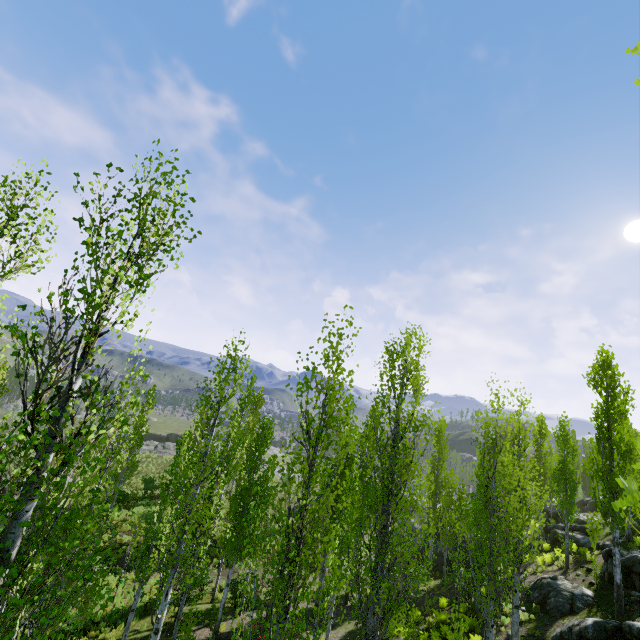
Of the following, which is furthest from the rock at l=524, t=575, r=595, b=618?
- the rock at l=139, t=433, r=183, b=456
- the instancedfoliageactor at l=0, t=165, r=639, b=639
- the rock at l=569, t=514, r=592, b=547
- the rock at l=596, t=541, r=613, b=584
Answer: the rock at l=139, t=433, r=183, b=456

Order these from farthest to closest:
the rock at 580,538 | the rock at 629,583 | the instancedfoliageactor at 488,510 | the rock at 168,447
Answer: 1. the rock at 168,447
2. the rock at 580,538
3. the rock at 629,583
4. the instancedfoliageactor at 488,510

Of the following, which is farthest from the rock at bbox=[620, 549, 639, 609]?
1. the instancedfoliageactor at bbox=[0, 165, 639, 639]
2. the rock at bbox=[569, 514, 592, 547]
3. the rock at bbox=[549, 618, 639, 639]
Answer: the instancedfoliageactor at bbox=[0, 165, 639, 639]

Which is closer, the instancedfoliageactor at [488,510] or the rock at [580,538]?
the instancedfoliageactor at [488,510]

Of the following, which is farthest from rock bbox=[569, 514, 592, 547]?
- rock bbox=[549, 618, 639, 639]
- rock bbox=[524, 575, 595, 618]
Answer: rock bbox=[549, 618, 639, 639]

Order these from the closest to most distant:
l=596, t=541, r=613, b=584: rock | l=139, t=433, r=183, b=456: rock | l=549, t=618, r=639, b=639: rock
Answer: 1. l=549, t=618, r=639, b=639: rock
2. l=596, t=541, r=613, b=584: rock
3. l=139, t=433, r=183, b=456: rock

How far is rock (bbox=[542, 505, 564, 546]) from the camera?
23.96m

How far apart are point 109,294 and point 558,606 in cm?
2216
